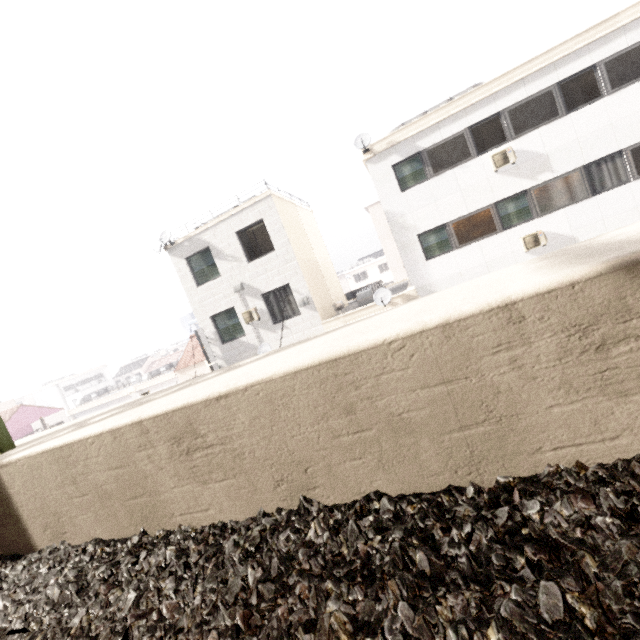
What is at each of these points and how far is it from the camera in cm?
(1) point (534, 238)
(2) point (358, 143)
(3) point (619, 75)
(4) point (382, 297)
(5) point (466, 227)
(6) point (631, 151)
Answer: (1) air conditioner, 1198
(2) satellite dish, 1287
(3) window, 1067
(4) satellite dish, 1263
(5) window, 1275
(6) window, 1095

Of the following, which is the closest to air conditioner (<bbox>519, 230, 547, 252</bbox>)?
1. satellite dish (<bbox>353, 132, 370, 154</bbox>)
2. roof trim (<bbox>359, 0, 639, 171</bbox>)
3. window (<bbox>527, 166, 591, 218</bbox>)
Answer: window (<bbox>527, 166, 591, 218</bbox>)

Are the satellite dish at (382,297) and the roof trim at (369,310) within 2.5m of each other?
yes

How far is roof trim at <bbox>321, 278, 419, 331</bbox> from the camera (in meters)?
12.66

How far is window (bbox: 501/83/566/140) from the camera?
11.2 meters

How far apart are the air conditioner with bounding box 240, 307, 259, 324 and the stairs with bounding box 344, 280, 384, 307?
4.4m

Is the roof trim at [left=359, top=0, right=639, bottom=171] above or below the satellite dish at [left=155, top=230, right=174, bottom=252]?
below

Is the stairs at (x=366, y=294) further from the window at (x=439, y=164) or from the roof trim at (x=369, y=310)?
the window at (x=439, y=164)
